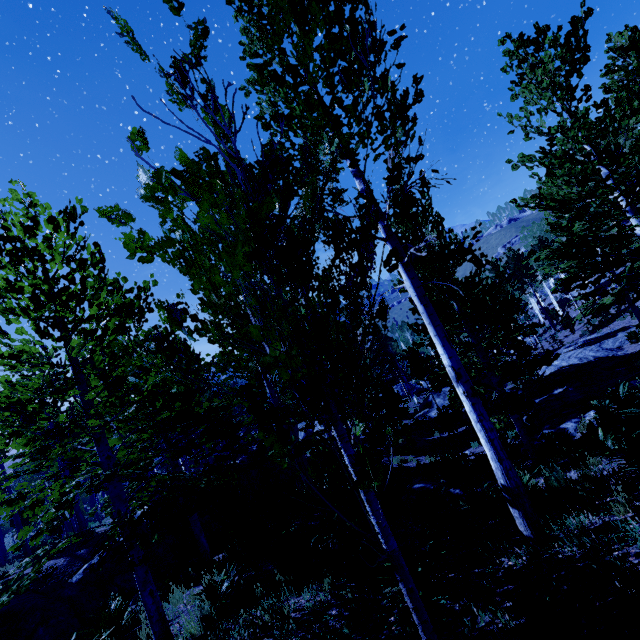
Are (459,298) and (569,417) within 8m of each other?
yes

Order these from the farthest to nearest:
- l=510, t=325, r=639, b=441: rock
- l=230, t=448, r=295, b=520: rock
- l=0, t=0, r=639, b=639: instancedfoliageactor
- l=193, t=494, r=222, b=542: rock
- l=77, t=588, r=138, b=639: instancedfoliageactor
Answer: l=230, t=448, r=295, b=520: rock
l=193, t=494, r=222, b=542: rock
l=510, t=325, r=639, b=441: rock
l=77, t=588, r=138, b=639: instancedfoliageactor
l=0, t=0, r=639, b=639: instancedfoliageactor

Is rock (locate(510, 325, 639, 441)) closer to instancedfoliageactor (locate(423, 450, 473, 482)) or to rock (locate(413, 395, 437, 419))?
instancedfoliageactor (locate(423, 450, 473, 482))

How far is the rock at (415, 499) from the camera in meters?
9.0

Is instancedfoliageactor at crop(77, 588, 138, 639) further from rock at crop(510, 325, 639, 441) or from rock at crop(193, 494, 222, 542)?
rock at crop(510, 325, 639, 441)

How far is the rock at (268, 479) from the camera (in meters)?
15.81

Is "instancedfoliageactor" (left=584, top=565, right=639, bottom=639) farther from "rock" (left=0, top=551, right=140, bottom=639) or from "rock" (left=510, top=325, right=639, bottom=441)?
"rock" (left=0, top=551, right=140, bottom=639)

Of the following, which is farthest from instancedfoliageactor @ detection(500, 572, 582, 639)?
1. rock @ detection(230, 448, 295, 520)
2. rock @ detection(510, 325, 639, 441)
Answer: rock @ detection(230, 448, 295, 520)
